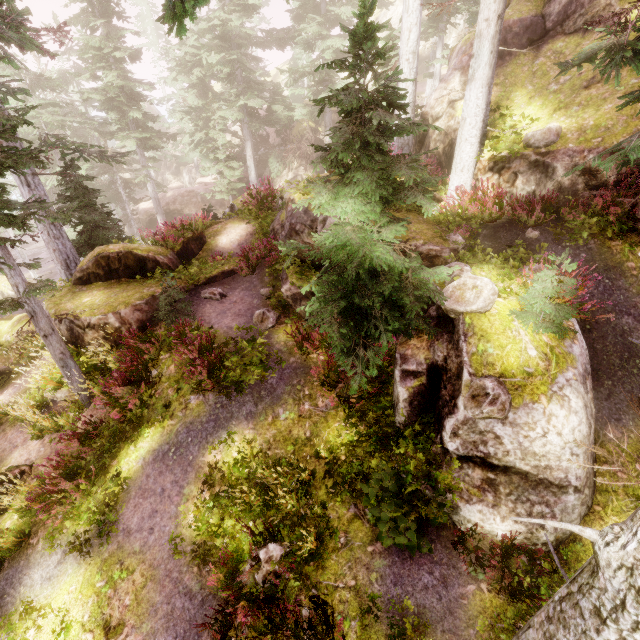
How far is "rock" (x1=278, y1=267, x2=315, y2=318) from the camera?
9.5m

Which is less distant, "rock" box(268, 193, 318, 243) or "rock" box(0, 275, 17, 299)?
"rock" box(268, 193, 318, 243)

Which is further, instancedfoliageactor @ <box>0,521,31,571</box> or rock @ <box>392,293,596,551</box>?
instancedfoliageactor @ <box>0,521,31,571</box>

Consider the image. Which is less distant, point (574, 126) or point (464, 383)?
point (464, 383)

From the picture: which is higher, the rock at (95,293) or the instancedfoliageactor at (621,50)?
the instancedfoliageactor at (621,50)

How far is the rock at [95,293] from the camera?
9.7 meters

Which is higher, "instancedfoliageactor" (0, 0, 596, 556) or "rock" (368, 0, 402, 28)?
"rock" (368, 0, 402, 28)
